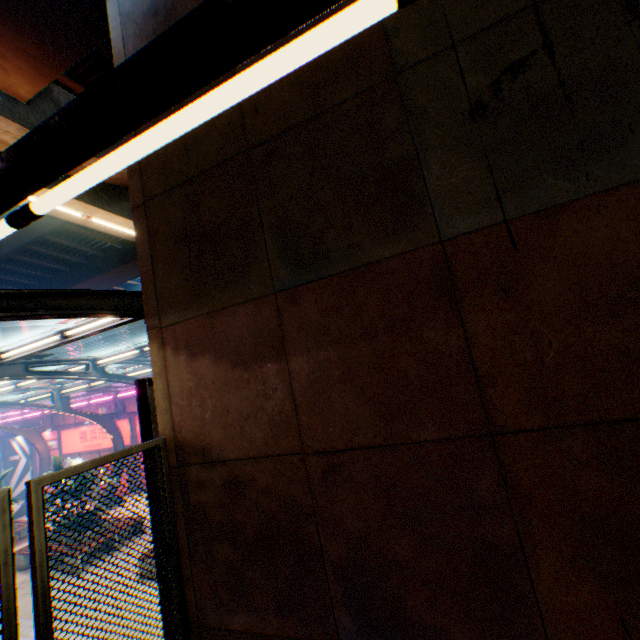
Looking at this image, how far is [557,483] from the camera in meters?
2.2 m

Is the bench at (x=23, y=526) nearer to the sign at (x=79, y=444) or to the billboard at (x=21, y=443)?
the sign at (x=79, y=444)

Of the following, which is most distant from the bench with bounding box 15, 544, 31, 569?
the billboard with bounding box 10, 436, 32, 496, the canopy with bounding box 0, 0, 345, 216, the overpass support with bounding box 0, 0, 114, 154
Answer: the billboard with bounding box 10, 436, 32, 496

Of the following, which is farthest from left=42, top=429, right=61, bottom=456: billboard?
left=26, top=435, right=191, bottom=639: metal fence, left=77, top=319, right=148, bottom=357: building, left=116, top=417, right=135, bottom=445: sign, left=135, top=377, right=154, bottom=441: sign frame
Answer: left=77, top=319, right=148, bottom=357: building

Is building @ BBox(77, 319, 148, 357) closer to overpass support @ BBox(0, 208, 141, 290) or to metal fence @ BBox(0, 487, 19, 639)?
overpass support @ BBox(0, 208, 141, 290)

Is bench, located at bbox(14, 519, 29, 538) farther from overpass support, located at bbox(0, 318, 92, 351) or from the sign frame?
the sign frame

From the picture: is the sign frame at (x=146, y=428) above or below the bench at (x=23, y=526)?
above

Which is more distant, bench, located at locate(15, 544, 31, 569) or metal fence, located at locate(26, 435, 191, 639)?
bench, located at locate(15, 544, 31, 569)
